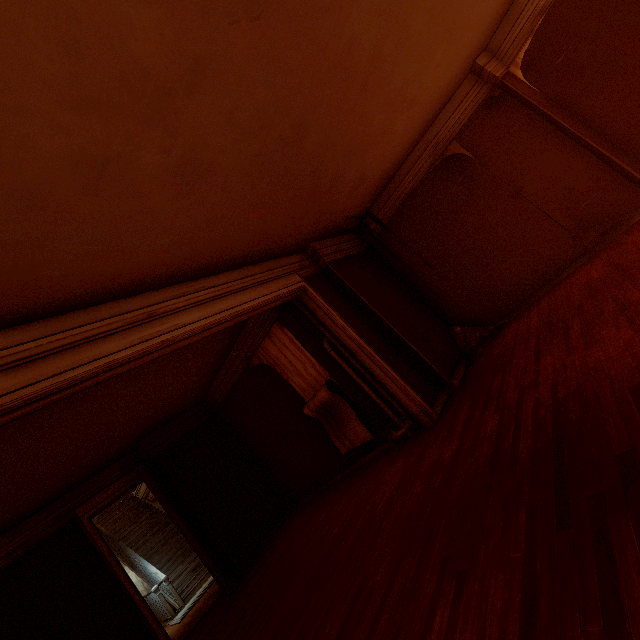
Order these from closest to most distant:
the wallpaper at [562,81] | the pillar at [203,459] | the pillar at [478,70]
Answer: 1. the wallpaper at [562,81]
2. the pillar at [478,70]
3. the pillar at [203,459]

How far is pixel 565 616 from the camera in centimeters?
145cm

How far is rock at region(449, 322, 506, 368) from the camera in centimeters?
637cm

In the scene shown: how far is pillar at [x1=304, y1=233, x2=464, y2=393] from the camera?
6.0 meters

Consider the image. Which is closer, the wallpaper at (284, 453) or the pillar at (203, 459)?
the wallpaper at (284, 453)

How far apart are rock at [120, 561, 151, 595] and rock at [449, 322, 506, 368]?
16.11m

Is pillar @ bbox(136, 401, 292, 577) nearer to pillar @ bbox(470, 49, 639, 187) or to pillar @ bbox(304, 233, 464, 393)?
pillar @ bbox(304, 233, 464, 393)

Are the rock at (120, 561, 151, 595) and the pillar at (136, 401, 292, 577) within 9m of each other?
no
